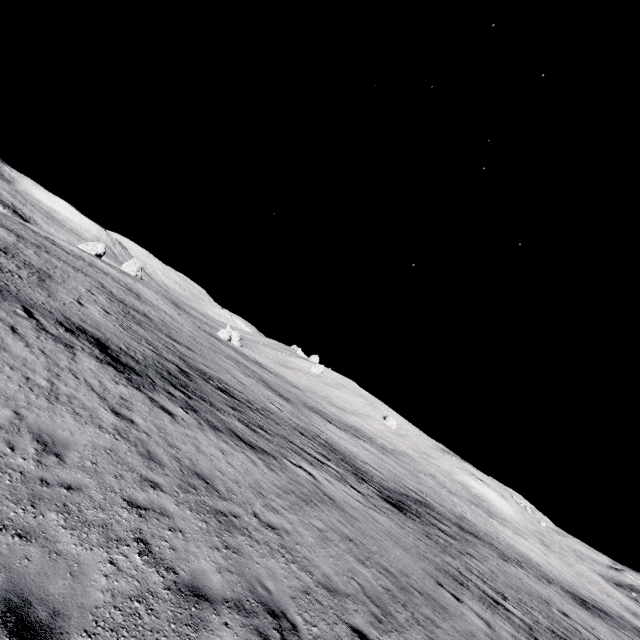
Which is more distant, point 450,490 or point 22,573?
point 450,490
